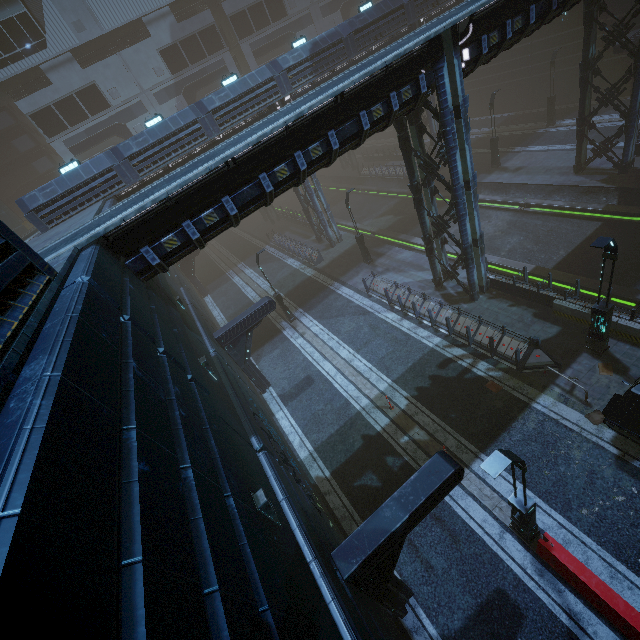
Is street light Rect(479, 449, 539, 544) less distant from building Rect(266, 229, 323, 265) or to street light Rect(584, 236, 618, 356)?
building Rect(266, 229, 323, 265)

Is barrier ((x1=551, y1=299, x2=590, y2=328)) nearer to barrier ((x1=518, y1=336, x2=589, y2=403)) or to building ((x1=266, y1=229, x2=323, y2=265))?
building ((x1=266, y1=229, x2=323, y2=265))

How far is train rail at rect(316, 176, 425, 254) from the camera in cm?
2772

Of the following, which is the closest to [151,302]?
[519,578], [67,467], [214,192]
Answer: [214,192]

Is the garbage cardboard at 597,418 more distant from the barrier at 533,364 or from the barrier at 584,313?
the barrier at 584,313

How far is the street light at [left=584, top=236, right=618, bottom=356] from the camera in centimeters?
977cm

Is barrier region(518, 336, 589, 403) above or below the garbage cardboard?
above

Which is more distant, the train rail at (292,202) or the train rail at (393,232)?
the train rail at (292,202)
